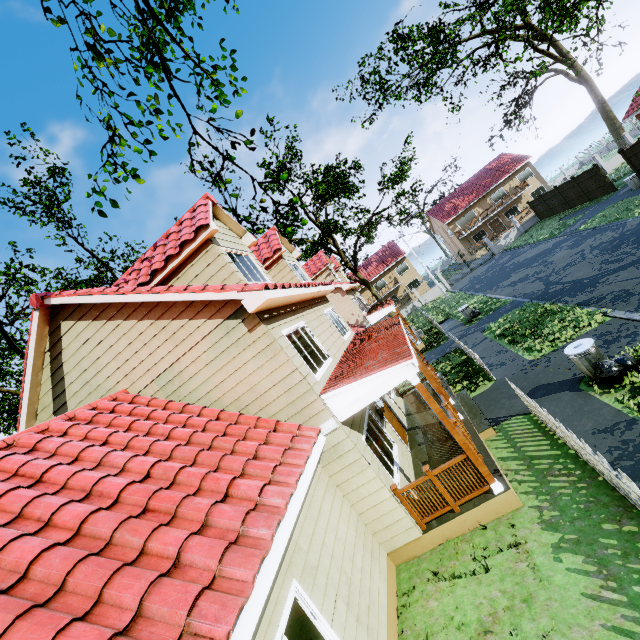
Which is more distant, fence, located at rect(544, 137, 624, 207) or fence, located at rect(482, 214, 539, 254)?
fence, located at rect(482, 214, 539, 254)

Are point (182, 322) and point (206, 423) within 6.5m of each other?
yes

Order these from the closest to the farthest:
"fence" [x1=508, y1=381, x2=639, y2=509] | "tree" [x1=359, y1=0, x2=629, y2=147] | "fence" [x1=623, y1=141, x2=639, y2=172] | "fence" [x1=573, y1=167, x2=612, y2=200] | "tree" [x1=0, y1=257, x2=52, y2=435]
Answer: "fence" [x1=508, y1=381, x2=639, y2=509] → "tree" [x1=359, y1=0, x2=629, y2=147] → "tree" [x1=0, y1=257, x2=52, y2=435] → "fence" [x1=623, y1=141, x2=639, y2=172] → "fence" [x1=573, y1=167, x2=612, y2=200]

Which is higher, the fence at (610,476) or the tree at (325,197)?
the tree at (325,197)

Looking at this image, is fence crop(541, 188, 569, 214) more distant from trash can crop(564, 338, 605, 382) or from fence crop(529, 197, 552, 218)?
trash can crop(564, 338, 605, 382)

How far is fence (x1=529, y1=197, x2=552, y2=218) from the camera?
32.8m

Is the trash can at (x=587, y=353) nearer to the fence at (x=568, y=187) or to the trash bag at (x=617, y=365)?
the trash bag at (x=617, y=365)

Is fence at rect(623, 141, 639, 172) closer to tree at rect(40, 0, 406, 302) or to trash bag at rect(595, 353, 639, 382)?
tree at rect(40, 0, 406, 302)
